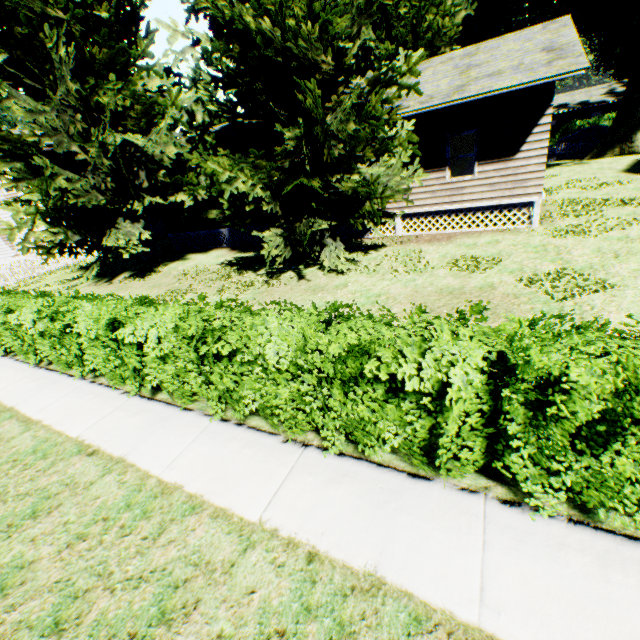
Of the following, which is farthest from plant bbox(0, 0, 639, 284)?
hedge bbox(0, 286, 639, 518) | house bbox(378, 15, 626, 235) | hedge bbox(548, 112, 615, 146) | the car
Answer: the car

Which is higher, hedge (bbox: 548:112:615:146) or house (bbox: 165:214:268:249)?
hedge (bbox: 548:112:615:146)

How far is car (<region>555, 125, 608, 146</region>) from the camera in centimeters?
3253cm

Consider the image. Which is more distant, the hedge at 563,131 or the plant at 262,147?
the hedge at 563,131

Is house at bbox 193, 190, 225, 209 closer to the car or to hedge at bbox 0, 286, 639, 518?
hedge at bbox 0, 286, 639, 518

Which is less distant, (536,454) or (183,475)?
(536,454)

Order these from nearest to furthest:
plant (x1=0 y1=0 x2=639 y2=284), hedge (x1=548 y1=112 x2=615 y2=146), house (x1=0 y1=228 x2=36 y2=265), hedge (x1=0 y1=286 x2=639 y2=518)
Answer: hedge (x1=0 y1=286 x2=639 y2=518) → plant (x1=0 y1=0 x2=639 y2=284) → house (x1=0 y1=228 x2=36 y2=265) → hedge (x1=548 y1=112 x2=615 y2=146)

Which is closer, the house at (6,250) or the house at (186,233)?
the house at (186,233)
